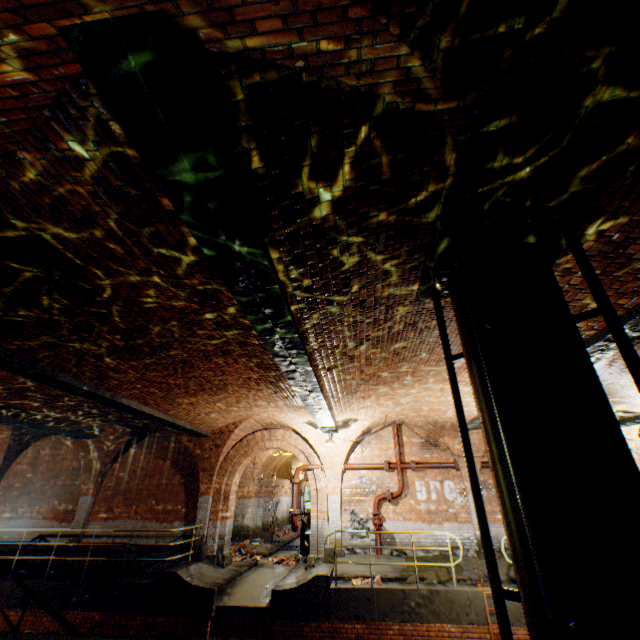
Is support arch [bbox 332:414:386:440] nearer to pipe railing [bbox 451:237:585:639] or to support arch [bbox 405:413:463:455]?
support arch [bbox 405:413:463:455]

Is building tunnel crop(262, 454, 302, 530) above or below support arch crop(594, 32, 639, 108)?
below

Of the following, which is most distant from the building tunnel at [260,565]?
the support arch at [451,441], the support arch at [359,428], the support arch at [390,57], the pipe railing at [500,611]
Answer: the support arch at [390,57]

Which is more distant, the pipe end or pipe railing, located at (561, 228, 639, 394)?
the pipe end

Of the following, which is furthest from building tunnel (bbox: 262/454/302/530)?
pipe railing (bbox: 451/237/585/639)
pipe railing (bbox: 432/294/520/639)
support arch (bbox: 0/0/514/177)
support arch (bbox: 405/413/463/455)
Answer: support arch (bbox: 0/0/514/177)

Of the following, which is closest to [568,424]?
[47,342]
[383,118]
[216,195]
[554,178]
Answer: [554,178]

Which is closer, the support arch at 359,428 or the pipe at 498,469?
the pipe at 498,469

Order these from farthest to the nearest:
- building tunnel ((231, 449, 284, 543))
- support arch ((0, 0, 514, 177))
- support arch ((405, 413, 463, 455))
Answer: building tunnel ((231, 449, 284, 543)) → support arch ((405, 413, 463, 455)) → support arch ((0, 0, 514, 177))
